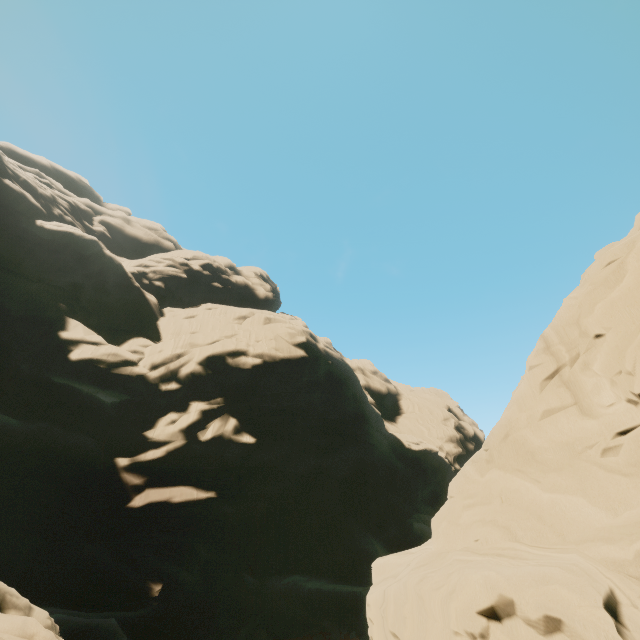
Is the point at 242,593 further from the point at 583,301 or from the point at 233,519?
the point at 583,301
